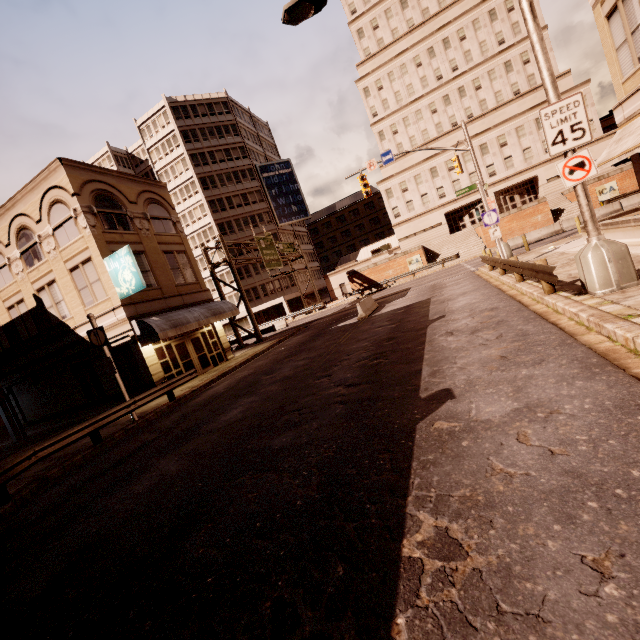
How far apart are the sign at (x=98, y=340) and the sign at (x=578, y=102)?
15.6m

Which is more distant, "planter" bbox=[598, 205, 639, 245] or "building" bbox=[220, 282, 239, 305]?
"building" bbox=[220, 282, 239, 305]

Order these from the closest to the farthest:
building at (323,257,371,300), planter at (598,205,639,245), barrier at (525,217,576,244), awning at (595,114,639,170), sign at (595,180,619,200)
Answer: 1. planter at (598,205,639,245)
2. awning at (595,114,639,170)
3. barrier at (525,217,576,244)
4. sign at (595,180,619,200)
5. building at (323,257,371,300)

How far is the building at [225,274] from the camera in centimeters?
5154cm

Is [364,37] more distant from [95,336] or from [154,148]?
[95,336]

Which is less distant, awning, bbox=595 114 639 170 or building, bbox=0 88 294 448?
awning, bbox=595 114 639 170

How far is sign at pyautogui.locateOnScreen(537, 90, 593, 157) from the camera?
7.00m

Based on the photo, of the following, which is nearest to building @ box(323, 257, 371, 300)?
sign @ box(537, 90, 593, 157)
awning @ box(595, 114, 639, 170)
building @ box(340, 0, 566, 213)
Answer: building @ box(340, 0, 566, 213)
